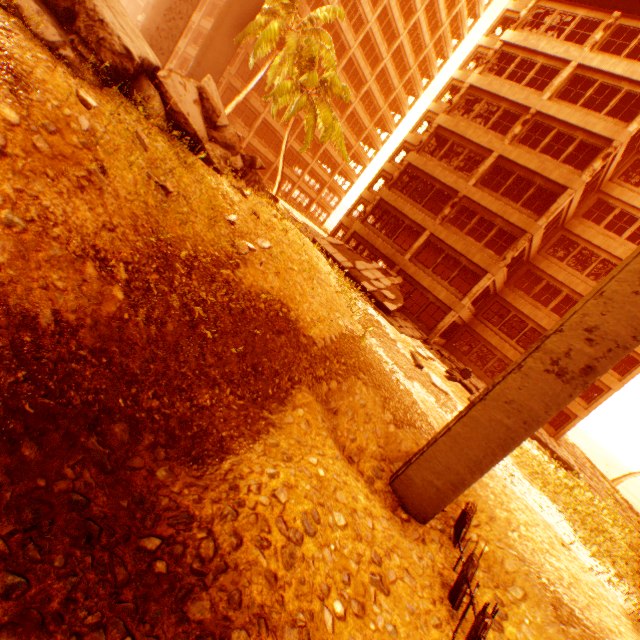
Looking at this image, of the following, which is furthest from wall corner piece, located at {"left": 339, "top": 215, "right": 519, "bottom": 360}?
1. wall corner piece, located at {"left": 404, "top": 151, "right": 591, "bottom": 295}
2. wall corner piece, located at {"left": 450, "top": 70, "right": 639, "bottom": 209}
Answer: wall corner piece, located at {"left": 450, "top": 70, "right": 639, "bottom": 209}

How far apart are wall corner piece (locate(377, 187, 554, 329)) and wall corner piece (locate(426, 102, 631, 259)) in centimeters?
506cm

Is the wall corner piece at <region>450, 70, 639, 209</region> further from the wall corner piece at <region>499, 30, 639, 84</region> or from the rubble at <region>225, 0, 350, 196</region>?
the rubble at <region>225, 0, 350, 196</region>

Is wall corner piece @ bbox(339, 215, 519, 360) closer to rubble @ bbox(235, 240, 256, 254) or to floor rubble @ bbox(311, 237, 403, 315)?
floor rubble @ bbox(311, 237, 403, 315)

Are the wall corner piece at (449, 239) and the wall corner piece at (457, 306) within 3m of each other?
yes

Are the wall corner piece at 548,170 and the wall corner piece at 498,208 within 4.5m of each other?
yes

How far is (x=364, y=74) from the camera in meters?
39.4 m

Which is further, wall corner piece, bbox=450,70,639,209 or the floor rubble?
the floor rubble
